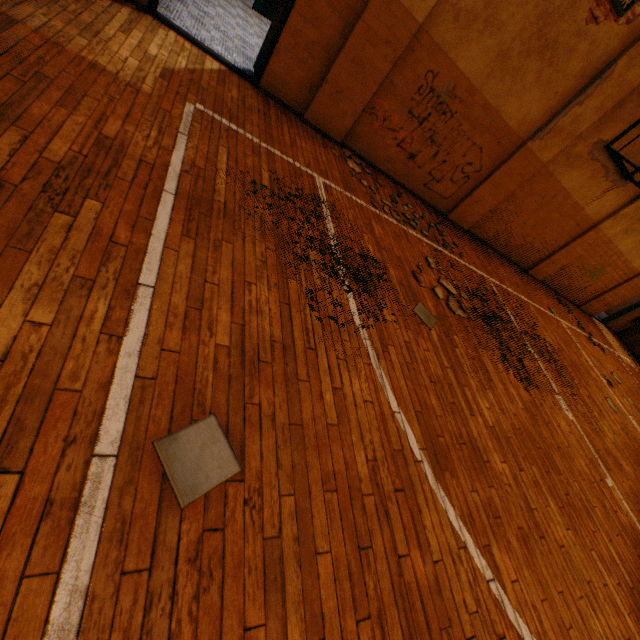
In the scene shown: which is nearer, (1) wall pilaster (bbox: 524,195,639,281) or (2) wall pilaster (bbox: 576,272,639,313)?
(1) wall pilaster (bbox: 524,195,639,281)

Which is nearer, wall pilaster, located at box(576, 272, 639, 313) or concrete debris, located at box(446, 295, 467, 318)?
concrete debris, located at box(446, 295, 467, 318)

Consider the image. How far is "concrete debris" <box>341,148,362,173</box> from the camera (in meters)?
5.61

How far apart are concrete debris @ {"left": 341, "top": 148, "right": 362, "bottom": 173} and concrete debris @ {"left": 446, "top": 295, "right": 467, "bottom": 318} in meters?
2.5 m

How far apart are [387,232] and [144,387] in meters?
4.1

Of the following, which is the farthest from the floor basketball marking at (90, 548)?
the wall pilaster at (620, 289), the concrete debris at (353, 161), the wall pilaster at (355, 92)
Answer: the wall pilaster at (620, 289)

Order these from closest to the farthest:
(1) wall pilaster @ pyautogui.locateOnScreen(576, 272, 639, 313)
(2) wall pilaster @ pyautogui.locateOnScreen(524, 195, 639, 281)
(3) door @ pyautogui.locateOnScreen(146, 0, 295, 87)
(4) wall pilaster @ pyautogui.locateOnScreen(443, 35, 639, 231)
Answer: (3) door @ pyautogui.locateOnScreen(146, 0, 295, 87) < (4) wall pilaster @ pyautogui.locateOnScreen(443, 35, 639, 231) < (2) wall pilaster @ pyautogui.locateOnScreen(524, 195, 639, 281) < (1) wall pilaster @ pyautogui.locateOnScreen(576, 272, 639, 313)

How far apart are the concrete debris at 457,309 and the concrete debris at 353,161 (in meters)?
2.49
